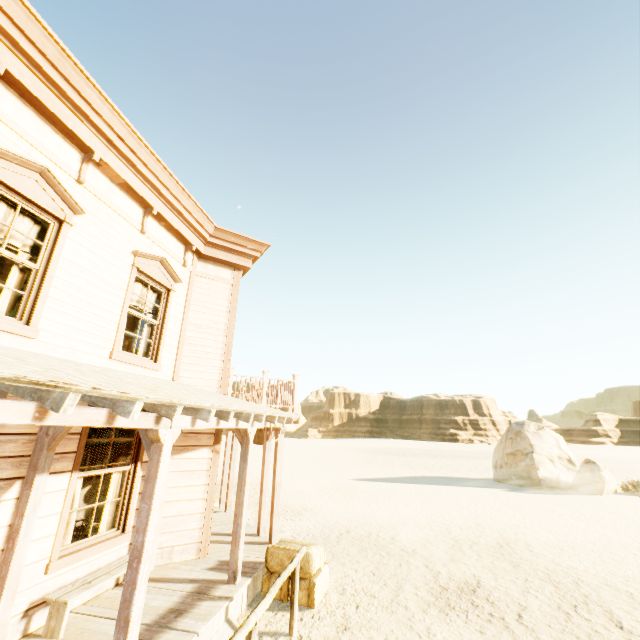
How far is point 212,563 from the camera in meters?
6.4

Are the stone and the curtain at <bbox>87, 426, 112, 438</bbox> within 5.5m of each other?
no

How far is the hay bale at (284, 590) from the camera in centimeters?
580cm

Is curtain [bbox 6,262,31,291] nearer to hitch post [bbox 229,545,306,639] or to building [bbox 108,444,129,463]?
building [bbox 108,444,129,463]

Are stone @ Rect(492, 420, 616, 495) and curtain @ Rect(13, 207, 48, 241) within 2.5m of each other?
no

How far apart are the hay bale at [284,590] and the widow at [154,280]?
4.1 meters

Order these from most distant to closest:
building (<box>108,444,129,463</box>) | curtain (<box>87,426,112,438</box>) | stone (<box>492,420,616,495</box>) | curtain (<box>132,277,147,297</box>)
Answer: stone (<box>492,420,616,495</box>), building (<box>108,444,129,463</box>), curtain (<box>132,277,147,297</box>), curtain (<box>87,426,112,438</box>)

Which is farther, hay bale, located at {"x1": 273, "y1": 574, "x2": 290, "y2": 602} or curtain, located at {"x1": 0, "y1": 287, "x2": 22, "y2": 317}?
hay bale, located at {"x1": 273, "y1": 574, "x2": 290, "y2": 602}
